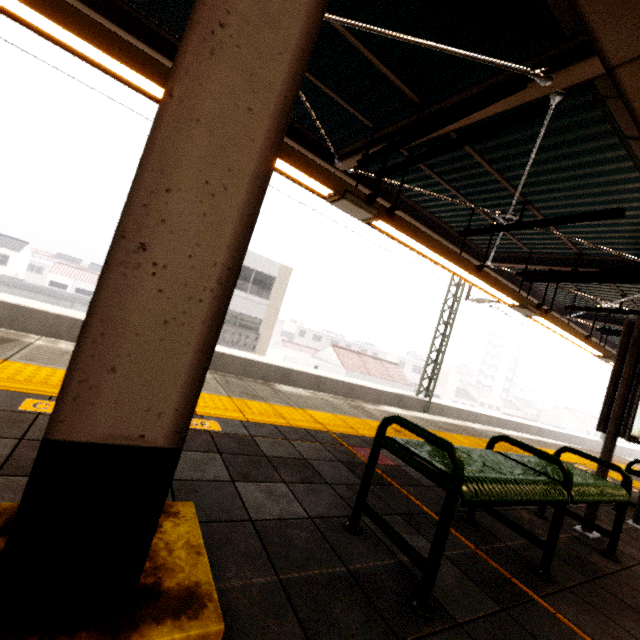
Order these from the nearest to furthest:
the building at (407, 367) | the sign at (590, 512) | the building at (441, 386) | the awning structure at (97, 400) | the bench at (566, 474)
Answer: the awning structure at (97, 400), the bench at (566, 474), the sign at (590, 512), the building at (407, 367), the building at (441, 386)

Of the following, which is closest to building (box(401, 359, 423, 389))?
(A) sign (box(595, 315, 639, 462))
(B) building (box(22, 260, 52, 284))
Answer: (A) sign (box(595, 315, 639, 462))

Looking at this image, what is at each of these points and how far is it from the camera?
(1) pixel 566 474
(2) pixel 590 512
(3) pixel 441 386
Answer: (1) bench, 2.0 meters
(2) sign, 2.9 meters
(3) building, 57.5 meters

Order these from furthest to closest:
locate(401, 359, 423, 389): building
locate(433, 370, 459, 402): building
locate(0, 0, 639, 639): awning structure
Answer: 1. locate(433, 370, 459, 402): building
2. locate(401, 359, 423, 389): building
3. locate(0, 0, 639, 639): awning structure

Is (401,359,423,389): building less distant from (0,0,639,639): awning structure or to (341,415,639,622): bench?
A: (0,0,639,639): awning structure

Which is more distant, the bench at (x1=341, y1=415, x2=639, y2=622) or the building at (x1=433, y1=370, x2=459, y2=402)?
the building at (x1=433, y1=370, x2=459, y2=402)

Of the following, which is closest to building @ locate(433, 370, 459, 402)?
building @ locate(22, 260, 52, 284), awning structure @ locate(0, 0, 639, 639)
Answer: awning structure @ locate(0, 0, 639, 639)

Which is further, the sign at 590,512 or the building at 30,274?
the building at 30,274
